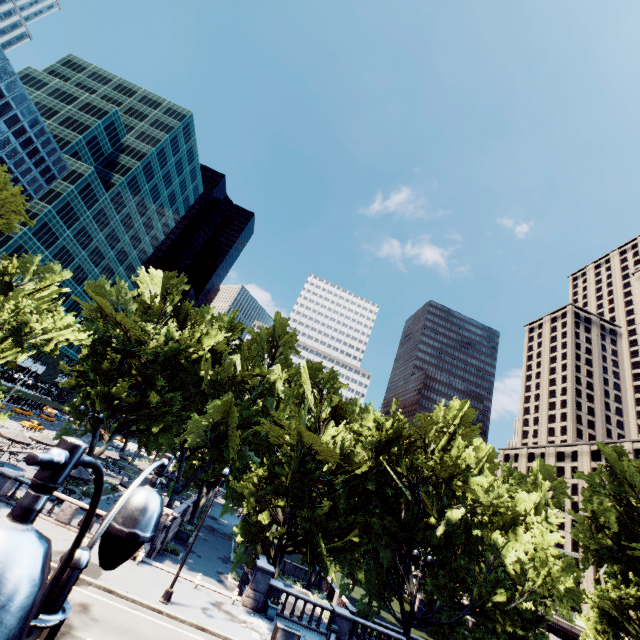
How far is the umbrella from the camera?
26.42m

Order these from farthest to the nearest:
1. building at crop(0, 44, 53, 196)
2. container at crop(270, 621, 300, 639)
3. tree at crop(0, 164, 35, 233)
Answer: building at crop(0, 44, 53, 196) < tree at crop(0, 164, 35, 233) < container at crop(270, 621, 300, 639)

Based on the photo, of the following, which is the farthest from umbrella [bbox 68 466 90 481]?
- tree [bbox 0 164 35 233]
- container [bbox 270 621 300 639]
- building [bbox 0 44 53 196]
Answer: building [bbox 0 44 53 196]

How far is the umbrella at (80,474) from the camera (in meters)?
26.42

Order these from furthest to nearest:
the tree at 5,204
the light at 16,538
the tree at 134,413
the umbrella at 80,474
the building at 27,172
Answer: the building at 27,172, the umbrella at 80,474, the tree at 5,204, the tree at 134,413, the light at 16,538

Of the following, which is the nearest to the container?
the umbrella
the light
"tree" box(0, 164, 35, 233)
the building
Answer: "tree" box(0, 164, 35, 233)

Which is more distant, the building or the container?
the building

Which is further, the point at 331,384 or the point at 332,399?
the point at 331,384
